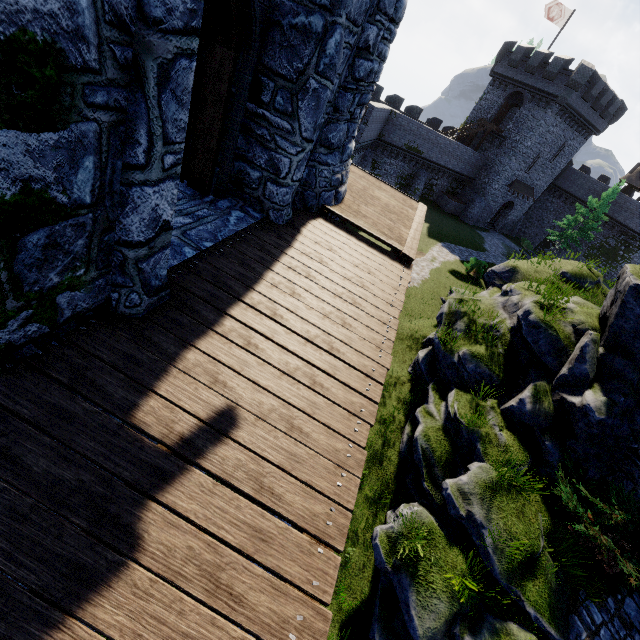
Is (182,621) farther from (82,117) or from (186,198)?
(186,198)

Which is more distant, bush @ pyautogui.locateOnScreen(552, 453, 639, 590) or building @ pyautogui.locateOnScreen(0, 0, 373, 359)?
bush @ pyautogui.locateOnScreen(552, 453, 639, 590)

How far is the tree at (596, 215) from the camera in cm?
3444

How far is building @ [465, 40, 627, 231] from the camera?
32.41m

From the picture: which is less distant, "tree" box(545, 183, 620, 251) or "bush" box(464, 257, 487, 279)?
"bush" box(464, 257, 487, 279)

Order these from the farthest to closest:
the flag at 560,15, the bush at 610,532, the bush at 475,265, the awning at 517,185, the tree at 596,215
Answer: the awning at 517,185 → the tree at 596,215 → the flag at 560,15 → the bush at 475,265 → the bush at 610,532

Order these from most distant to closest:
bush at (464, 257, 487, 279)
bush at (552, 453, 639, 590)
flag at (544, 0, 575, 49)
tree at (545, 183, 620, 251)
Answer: tree at (545, 183, 620, 251) → flag at (544, 0, 575, 49) → bush at (464, 257, 487, 279) → bush at (552, 453, 639, 590)

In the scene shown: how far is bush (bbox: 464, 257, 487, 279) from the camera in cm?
2502
